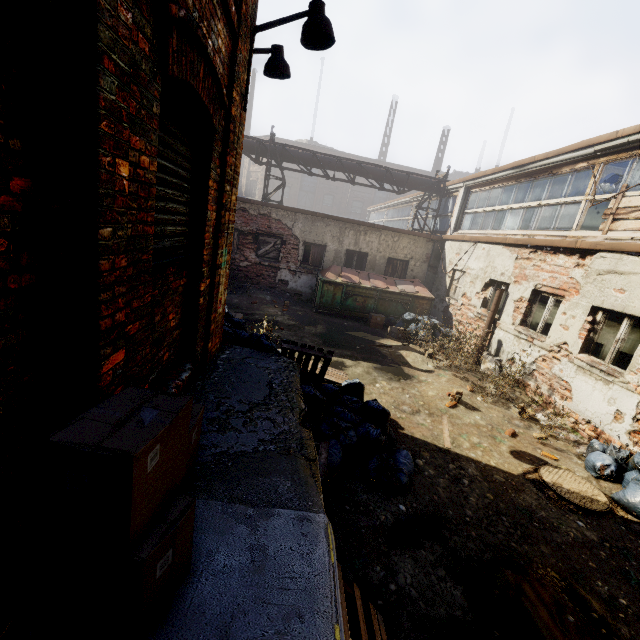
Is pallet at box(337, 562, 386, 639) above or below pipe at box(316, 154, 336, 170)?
below

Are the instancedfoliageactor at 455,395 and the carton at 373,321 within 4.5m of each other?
no

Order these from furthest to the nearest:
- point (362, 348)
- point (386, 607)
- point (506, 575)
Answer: point (362, 348) → point (506, 575) → point (386, 607)

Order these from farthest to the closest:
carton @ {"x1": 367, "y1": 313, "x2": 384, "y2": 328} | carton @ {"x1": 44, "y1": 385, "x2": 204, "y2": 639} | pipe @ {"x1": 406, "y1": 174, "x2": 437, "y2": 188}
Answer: pipe @ {"x1": 406, "y1": 174, "x2": 437, "y2": 188}
carton @ {"x1": 367, "y1": 313, "x2": 384, "y2": 328}
carton @ {"x1": 44, "y1": 385, "x2": 204, "y2": 639}

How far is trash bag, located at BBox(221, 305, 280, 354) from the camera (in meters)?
5.18

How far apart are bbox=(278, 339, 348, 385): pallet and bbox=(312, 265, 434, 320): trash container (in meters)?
6.41

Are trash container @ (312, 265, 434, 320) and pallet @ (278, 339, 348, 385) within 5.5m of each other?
no

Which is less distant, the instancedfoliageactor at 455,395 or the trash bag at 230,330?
the trash bag at 230,330
